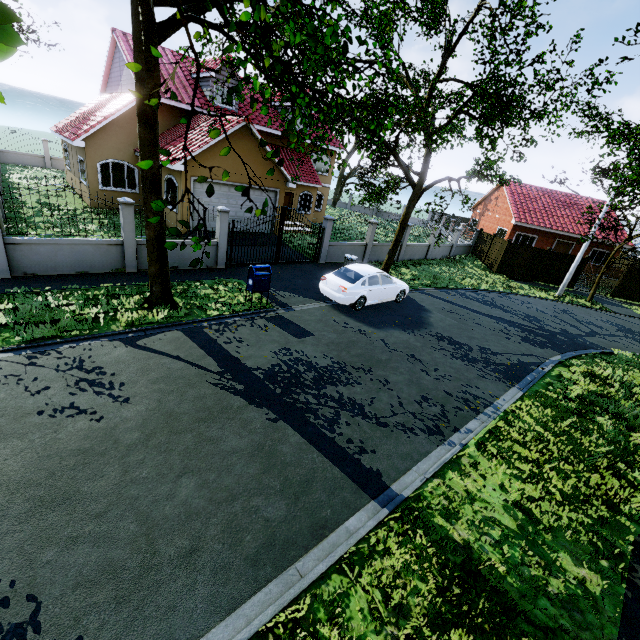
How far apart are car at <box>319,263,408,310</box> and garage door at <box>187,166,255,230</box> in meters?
7.7 m

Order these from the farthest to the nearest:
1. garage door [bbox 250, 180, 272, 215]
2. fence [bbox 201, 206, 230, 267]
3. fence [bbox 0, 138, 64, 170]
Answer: fence [bbox 0, 138, 64, 170] → garage door [bbox 250, 180, 272, 215] → fence [bbox 201, 206, 230, 267]

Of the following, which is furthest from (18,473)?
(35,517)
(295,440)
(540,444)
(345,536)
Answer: (540,444)

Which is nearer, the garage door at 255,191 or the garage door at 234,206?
the garage door at 234,206

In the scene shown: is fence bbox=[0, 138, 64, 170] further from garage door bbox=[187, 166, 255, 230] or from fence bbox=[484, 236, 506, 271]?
garage door bbox=[187, 166, 255, 230]

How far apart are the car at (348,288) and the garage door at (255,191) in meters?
7.7
